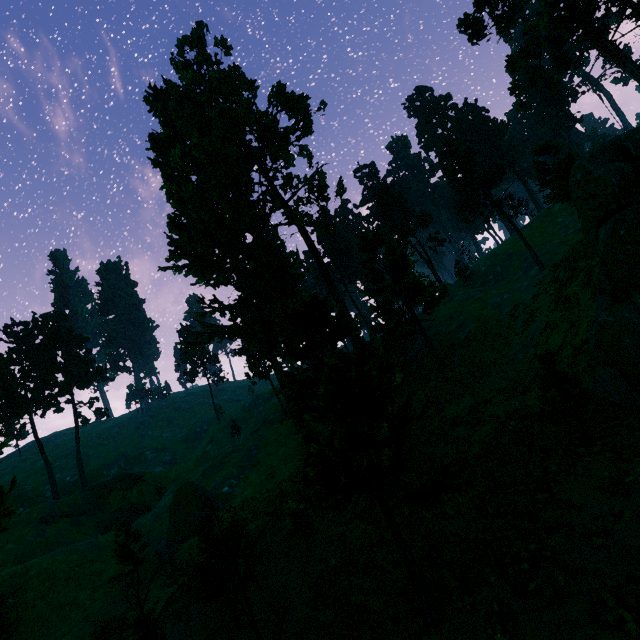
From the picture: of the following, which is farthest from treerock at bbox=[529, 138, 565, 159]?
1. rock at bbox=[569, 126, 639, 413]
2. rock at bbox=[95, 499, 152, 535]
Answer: rock at bbox=[95, 499, 152, 535]

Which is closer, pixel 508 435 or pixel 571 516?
pixel 571 516

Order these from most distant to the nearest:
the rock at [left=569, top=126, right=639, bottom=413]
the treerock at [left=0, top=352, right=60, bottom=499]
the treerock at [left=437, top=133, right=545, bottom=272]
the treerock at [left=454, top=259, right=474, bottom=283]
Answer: the treerock at [left=454, top=259, right=474, bottom=283], the treerock at [left=0, top=352, right=60, bottom=499], the treerock at [left=437, top=133, right=545, bottom=272], the rock at [left=569, top=126, right=639, bottom=413]

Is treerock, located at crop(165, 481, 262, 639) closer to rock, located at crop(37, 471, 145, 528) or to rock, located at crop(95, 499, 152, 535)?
rock, located at crop(37, 471, 145, 528)

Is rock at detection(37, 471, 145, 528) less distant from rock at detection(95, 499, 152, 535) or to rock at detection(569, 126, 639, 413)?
rock at detection(95, 499, 152, 535)

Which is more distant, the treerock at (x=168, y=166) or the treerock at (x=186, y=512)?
the treerock at (x=186, y=512)

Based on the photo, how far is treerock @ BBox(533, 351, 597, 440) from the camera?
12.21m
